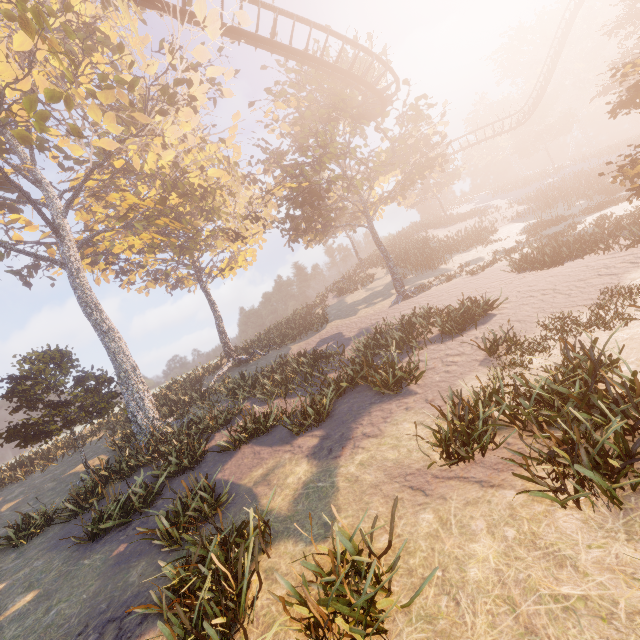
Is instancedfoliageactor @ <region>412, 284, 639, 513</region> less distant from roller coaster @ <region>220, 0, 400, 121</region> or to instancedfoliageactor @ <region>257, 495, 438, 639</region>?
instancedfoliageactor @ <region>257, 495, 438, 639</region>

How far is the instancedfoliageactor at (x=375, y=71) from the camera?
19.1m

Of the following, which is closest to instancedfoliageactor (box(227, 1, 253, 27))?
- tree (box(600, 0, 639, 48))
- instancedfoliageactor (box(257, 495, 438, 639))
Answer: instancedfoliageactor (box(257, 495, 438, 639))

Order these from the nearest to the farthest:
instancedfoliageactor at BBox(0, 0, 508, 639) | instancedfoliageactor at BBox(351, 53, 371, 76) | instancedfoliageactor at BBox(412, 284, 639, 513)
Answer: instancedfoliageactor at BBox(412, 284, 639, 513) < instancedfoliageactor at BBox(0, 0, 508, 639) < instancedfoliageactor at BBox(351, 53, 371, 76)

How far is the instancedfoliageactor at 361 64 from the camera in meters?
18.7

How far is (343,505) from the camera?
6.8m

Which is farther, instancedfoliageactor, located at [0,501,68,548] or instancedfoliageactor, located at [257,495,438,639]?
instancedfoliageactor, located at [0,501,68,548]

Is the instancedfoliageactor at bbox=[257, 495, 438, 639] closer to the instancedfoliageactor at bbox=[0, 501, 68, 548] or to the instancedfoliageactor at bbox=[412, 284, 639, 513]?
the instancedfoliageactor at bbox=[412, 284, 639, 513]
